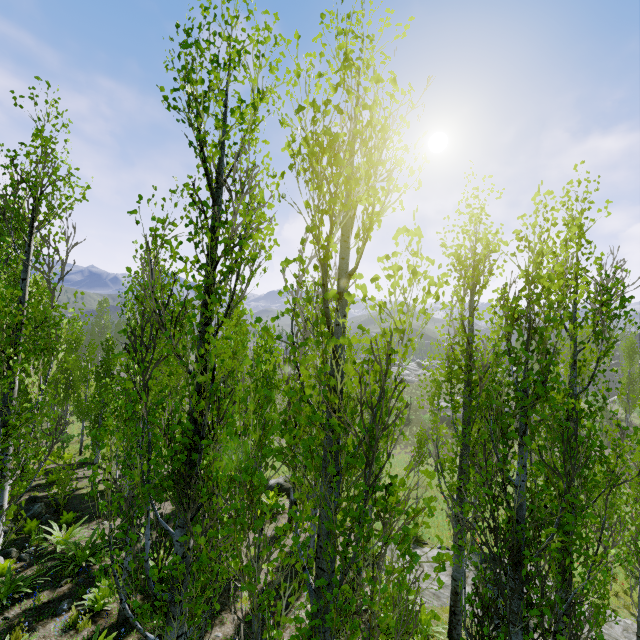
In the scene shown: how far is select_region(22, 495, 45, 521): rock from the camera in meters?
12.2 m

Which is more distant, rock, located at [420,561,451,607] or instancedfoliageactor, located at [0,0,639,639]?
rock, located at [420,561,451,607]

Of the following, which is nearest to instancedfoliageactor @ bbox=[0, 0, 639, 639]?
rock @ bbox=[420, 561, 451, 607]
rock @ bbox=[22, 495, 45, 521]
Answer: rock @ bbox=[22, 495, 45, 521]

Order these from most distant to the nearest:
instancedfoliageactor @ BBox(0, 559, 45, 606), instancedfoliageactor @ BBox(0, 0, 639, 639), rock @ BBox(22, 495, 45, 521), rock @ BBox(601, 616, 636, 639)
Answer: rock @ BBox(22, 495, 45, 521) → rock @ BBox(601, 616, 636, 639) → instancedfoliageactor @ BBox(0, 559, 45, 606) → instancedfoliageactor @ BBox(0, 0, 639, 639)

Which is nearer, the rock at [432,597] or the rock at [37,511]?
the rock at [432,597]

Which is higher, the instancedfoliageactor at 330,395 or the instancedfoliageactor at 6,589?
the instancedfoliageactor at 330,395

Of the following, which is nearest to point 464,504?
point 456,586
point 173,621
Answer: point 173,621

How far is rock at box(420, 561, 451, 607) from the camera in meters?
9.4 m
